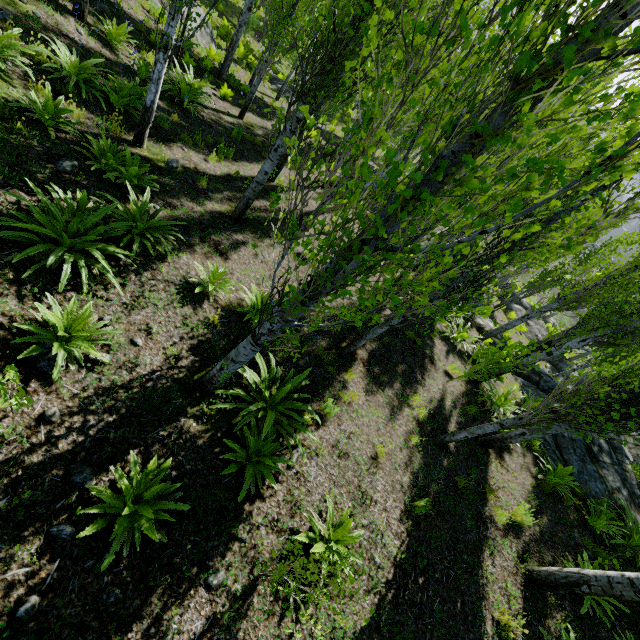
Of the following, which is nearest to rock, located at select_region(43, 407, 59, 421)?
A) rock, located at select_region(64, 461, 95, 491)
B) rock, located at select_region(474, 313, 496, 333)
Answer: rock, located at select_region(64, 461, 95, 491)

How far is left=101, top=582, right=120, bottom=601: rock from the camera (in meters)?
2.97

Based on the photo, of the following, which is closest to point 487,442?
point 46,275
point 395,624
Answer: point 395,624

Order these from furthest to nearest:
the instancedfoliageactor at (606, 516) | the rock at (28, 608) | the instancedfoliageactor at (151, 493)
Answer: the instancedfoliageactor at (606, 516) < the instancedfoliageactor at (151, 493) < the rock at (28, 608)

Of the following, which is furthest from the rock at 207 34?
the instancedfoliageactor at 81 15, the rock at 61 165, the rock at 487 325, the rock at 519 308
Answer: the rock at 487 325

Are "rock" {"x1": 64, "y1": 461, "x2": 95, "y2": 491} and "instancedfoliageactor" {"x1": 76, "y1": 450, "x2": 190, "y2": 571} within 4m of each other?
yes

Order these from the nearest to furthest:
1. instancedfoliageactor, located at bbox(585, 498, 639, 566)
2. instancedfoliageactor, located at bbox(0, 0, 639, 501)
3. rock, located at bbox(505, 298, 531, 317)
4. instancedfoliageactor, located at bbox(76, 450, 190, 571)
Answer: instancedfoliageactor, located at bbox(0, 0, 639, 501) → instancedfoliageactor, located at bbox(76, 450, 190, 571) → instancedfoliageactor, located at bbox(585, 498, 639, 566) → rock, located at bbox(505, 298, 531, 317)

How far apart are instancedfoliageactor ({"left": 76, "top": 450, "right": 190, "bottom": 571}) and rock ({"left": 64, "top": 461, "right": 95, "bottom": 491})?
0.4 meters
